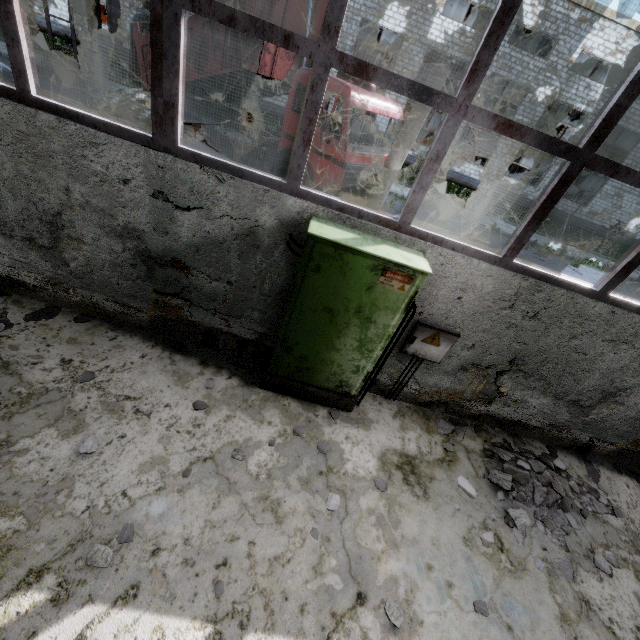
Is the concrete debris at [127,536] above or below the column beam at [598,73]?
below

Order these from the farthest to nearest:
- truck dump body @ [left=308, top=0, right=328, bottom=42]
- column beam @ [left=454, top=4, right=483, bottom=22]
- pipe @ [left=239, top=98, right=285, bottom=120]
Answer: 1. column beam @ [left=454, top=4, right=483, bottom=22]
2. pipe @ [left=239, top=98, right=285, bottom=120]
3. truck dump body @ [left=308, top=0, right=328, bottom=42]

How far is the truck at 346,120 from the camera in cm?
740

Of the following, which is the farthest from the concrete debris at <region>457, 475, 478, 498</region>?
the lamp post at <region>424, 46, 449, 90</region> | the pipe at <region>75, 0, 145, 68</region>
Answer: the pipe at <region>75, 0, 145, 68</region>

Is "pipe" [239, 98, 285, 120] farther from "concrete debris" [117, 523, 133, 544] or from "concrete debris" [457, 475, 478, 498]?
"concrete debris" [457, 475, 478, 498]

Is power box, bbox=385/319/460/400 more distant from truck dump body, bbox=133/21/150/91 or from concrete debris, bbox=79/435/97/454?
truck dump body, bbox=133/21/150/91

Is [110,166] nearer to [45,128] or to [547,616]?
[45,128]

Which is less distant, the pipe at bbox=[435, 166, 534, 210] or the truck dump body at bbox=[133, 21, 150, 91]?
the truck dump body at bbox=[133, 21, 150, 91]
